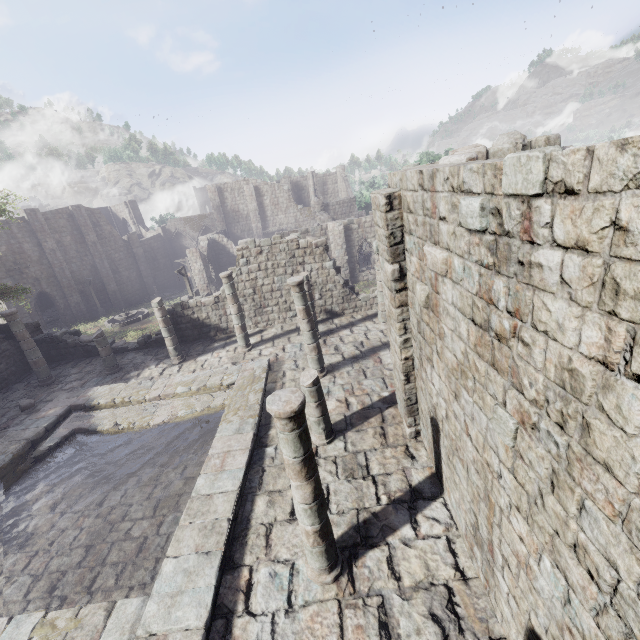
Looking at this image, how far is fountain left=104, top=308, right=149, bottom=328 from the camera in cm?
3055

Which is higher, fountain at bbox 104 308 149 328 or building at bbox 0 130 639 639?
building at bbox 0 130 639 639

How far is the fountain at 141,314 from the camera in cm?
3055

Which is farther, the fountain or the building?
the fountain

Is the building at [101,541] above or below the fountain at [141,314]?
above

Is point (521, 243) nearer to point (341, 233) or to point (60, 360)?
point (60, 360)
